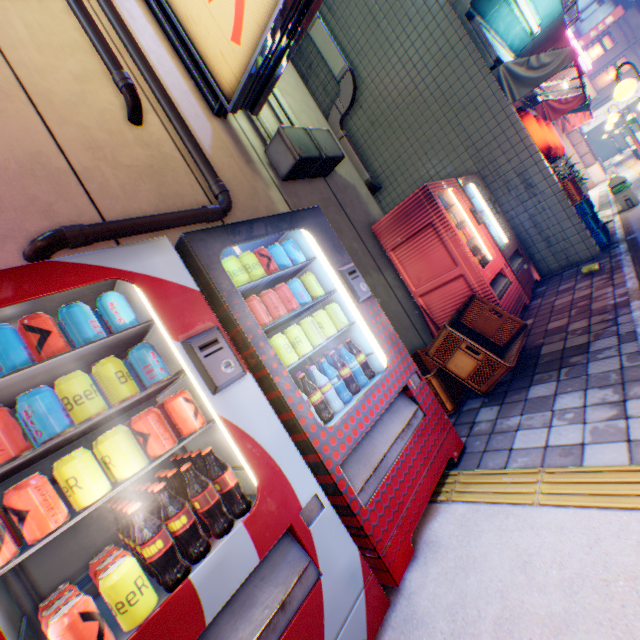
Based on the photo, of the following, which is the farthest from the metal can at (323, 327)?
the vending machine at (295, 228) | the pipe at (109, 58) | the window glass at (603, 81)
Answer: the window glass at (603, 81)

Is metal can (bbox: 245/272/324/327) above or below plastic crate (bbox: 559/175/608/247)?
above

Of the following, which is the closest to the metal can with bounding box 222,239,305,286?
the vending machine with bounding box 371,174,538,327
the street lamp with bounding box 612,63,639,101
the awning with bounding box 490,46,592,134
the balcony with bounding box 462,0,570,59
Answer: the vending machine with bounding box 371,174,538,327

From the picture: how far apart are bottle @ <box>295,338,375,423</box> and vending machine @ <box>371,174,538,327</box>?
2.3m

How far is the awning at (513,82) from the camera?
4.43m

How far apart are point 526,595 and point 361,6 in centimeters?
779cm

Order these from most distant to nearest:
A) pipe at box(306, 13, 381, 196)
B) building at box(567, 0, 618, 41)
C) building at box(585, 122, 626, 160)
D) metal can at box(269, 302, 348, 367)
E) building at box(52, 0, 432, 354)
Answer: building at box(567, 0, 618, 41) < building at box(585, 122, 626, 160) < pipe at box(306, 13, 381, 196) < building at box(52, 0, 432, 354) < metal can at box(269, 302, 348, 367)

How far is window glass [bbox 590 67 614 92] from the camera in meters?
34.8
